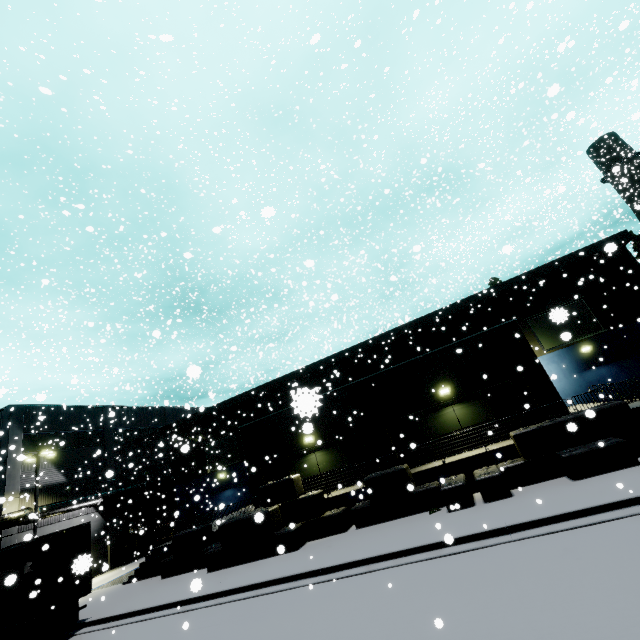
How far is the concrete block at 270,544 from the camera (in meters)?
14.27

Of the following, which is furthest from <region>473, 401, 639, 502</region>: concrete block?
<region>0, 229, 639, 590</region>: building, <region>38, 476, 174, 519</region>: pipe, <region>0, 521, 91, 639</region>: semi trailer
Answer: <region>38, 476, 174, 519</region>: pipe

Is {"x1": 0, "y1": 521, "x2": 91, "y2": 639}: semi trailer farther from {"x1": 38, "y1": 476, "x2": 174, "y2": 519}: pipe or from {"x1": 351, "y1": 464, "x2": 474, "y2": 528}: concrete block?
{"x1": 351, "y1": 464, "x2": 474, "y2": 528}: concrete block

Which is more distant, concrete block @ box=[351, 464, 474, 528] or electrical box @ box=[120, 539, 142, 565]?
electrical box @ box=[120, 539, 142, 565]

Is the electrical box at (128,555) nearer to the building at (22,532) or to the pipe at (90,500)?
the building at (22,532)

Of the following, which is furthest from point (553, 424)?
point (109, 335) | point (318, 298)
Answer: point (109, 335)

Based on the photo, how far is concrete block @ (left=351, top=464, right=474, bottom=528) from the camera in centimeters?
1203cm

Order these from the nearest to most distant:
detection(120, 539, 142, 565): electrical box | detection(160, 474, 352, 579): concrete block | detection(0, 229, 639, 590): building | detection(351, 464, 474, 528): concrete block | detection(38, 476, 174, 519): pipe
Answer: detection(351, 464, 474, 528): concrete block → detection(160, 474, 352, 579): concrete block → detection(0, 229, 639, 590): building → detection(38, 476, 174, 519): pipe → detection(120, 539, 142, 565): electrical box
